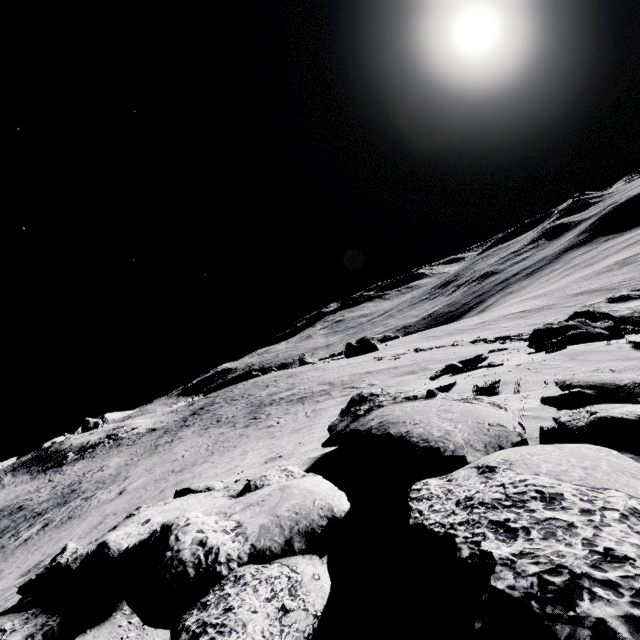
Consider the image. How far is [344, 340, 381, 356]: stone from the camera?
51.66m

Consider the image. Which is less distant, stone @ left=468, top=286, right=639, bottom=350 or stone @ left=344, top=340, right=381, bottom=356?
stone @ left=468, top=286, right=639, bottom=350

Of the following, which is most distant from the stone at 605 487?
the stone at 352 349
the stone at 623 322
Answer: the stone at 352 349

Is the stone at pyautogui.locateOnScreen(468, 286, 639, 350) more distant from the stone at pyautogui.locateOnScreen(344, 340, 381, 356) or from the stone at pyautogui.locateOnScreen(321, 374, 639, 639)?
the stone at pyautogui.locateOnScreen(344, 340, 381, 356)

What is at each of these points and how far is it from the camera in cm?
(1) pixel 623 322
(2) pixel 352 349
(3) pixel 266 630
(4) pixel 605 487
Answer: (1) stone, 2106
(2) stone, 5466
(3) stone, 119
(4) stone, 153
